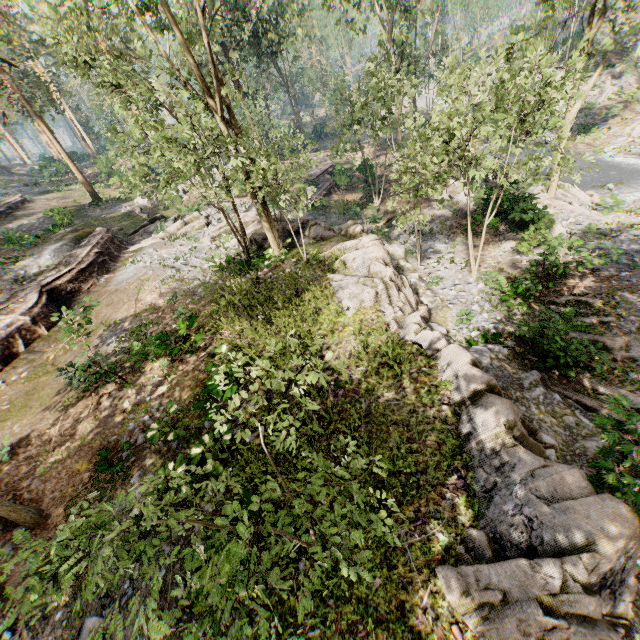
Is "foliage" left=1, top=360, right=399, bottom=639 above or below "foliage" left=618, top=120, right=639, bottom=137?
above

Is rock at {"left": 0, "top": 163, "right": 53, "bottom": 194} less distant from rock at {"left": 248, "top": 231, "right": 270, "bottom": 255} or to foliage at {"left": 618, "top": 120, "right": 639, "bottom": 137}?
foliage at {"left": 618, "top": 120, "right": 639, "bottom": 137}

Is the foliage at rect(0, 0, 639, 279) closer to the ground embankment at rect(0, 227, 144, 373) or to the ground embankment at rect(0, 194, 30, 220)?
the ground embankment at rect(0, 227, 144, 373)

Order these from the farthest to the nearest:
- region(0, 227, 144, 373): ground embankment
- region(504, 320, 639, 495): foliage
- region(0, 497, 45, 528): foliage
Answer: region(0, 227, 144, 373): ground embankment, region(0, 497, 45, 528): foliage, region(504, 320, 639, 495): foliage

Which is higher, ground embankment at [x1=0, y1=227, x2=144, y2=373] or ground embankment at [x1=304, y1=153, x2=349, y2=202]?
ground embankment at [x1=0, y1=227, x2=144, y2=373]

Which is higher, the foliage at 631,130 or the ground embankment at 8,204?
the ground embankment at 8,204

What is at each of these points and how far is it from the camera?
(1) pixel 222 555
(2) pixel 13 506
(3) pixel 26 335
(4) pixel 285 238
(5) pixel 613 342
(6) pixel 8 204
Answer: (1) foliage, 2.65m
(2) foliage, 8.12m
(3) ground embankment, 15.75m
(4) rock, 18.84m
(5) foliage, 11.51m
(6) ground embankment, 29.88m

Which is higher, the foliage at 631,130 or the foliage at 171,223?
the foliage at 171,223
